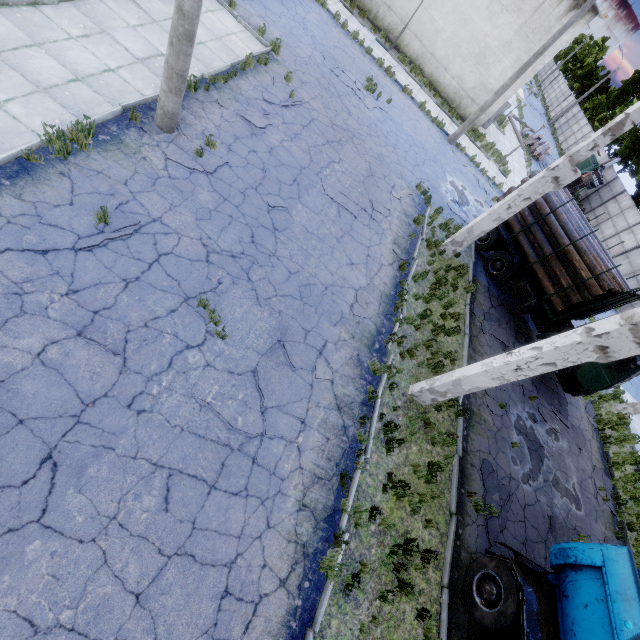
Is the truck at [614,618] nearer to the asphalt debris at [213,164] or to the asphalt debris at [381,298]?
the asphalt debris at [381,298]

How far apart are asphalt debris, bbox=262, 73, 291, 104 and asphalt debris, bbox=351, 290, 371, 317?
7.3m

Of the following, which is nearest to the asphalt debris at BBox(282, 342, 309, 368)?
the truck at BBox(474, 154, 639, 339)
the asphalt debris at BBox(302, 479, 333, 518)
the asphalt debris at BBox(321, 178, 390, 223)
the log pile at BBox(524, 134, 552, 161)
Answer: the asphalt debris at BBox(302, 479, 333, 518)

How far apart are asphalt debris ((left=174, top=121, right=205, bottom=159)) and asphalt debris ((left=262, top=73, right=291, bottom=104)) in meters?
3.3

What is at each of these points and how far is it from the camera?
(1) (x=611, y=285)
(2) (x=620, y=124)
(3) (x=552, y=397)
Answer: (1) log pile, 11.2m
(2) column beam, 8.7m
(3) asphalt debris, 13.2m

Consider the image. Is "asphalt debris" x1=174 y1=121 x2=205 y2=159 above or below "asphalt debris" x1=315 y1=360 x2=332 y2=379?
below

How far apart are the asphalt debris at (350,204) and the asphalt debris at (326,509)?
8.3m

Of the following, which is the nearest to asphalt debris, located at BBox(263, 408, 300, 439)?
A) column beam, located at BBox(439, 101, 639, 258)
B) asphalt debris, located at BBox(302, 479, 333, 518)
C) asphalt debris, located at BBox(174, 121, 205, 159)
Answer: asphalt debris, located at BBox(302, 479, 333, 518)
